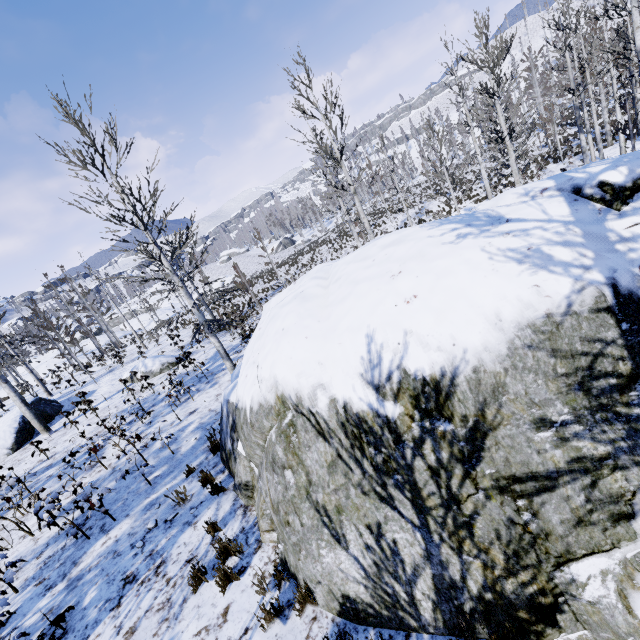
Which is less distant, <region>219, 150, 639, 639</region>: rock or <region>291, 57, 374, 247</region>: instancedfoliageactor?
<region>219, 150, 639, 639</region>: rock

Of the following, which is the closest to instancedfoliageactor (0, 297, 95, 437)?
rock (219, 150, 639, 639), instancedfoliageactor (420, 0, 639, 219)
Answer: rock (219, 150, 639, 639)

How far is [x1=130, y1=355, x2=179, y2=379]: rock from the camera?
16.9 meters

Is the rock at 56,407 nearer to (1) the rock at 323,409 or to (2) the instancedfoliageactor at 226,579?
(2) the instancedfoliageactor at 226,579

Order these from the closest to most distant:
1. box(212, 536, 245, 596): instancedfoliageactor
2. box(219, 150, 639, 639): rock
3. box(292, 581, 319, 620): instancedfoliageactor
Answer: box(219, 150, 639, 639): rock → box(292, 581, 319, 620): instancedfoliageactor → box(212, 536, 245, 596): instancedfoliageactor

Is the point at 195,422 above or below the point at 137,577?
below

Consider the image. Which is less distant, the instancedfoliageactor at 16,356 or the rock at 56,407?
the instancedfoliageactor at 16,356

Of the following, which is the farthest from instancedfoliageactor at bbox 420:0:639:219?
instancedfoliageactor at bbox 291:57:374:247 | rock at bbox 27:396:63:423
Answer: rock at bbox 27:396:63:423
